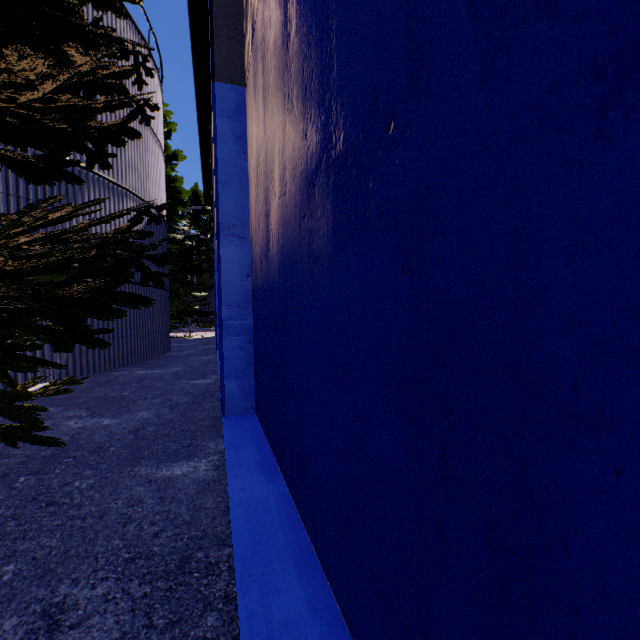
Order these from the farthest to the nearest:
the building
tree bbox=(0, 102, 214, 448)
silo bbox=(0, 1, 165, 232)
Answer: silo bbox=(0, 1, 165, 232) < tree bbox=(0, 102, 214, 448) < the building

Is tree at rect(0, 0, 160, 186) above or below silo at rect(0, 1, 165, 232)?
below

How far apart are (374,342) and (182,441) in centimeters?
377cm

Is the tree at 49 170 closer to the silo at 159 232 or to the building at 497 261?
the silo at 159 232

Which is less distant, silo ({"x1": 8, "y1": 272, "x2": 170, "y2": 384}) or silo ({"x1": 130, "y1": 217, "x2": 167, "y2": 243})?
silo ({"x1": 8, "y1": 272, "x2": 170, "y2": 384})

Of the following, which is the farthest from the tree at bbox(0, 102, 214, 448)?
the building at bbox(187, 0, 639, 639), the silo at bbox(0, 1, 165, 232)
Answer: the building at bbox(187, 0, 639, 639)
